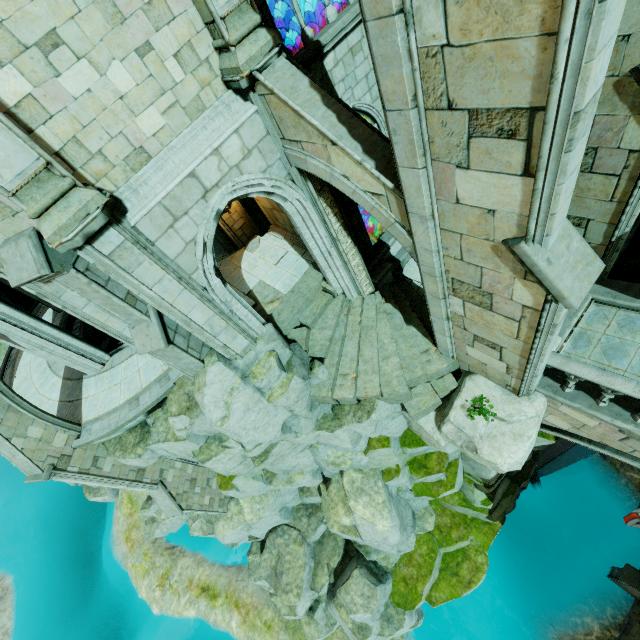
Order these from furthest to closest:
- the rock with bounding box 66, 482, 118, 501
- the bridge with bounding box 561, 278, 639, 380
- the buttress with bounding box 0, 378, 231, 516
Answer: the rock with bounding box 66, 482, 118, 501
the buttress with bounding box 0, 378, 231, 516
the bridge with bounding box 561, 278, 639, 380

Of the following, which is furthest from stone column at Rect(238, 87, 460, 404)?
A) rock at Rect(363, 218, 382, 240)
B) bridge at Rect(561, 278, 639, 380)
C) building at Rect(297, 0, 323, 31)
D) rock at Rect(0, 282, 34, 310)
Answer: rock at Rect(0, 282, 34, 310)

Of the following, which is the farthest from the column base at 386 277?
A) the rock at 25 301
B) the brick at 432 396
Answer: the rock at 25 301

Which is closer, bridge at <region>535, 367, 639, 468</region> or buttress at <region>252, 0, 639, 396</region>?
buttress at <region>252, 0, 639, 396</region>

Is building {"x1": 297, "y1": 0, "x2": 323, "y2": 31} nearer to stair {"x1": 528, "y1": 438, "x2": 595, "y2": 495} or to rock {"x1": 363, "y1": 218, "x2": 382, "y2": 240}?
rock {"x1": 363, "y1": 218, "x2": 382, "y2": 240}

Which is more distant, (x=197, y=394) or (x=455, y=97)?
(x=197, y=394)

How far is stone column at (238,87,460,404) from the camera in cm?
863

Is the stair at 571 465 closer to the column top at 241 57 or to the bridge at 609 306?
the bridge at 609 306
